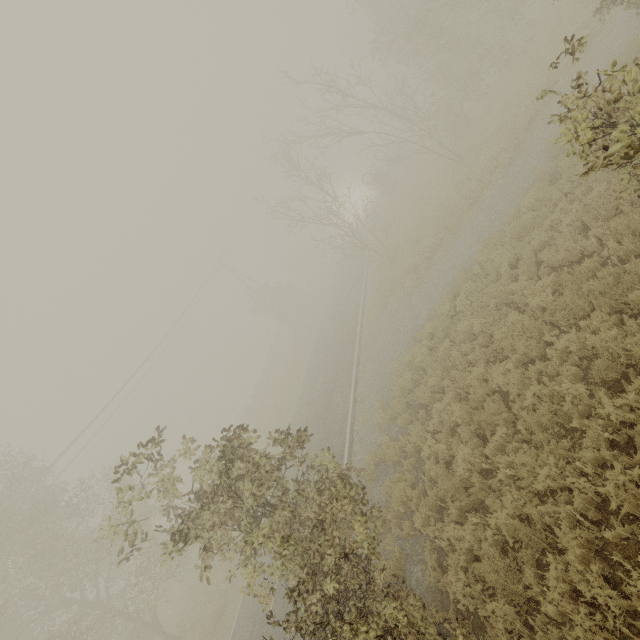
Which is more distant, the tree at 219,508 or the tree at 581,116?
the tree at 219,508

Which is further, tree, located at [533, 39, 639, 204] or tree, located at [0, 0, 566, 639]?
tree, located at [0, 0, 566, 639]

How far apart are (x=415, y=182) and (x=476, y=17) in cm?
1071
